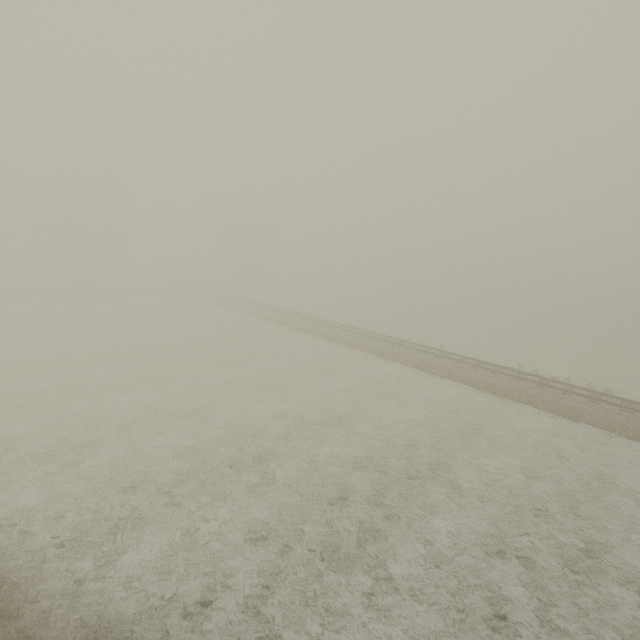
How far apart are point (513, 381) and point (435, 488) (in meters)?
13.28
